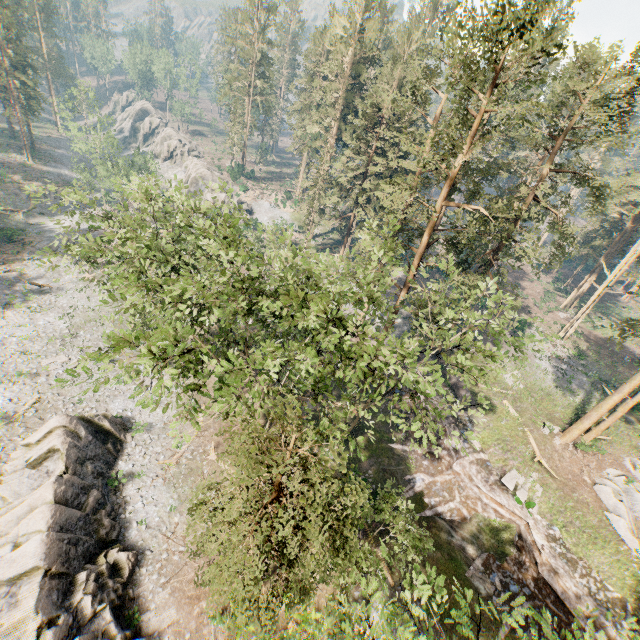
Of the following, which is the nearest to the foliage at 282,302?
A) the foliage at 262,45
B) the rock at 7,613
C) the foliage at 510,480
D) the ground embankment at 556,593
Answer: the foliage at 262,45

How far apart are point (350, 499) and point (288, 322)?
7.13m

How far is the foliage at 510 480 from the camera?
23.8 meters

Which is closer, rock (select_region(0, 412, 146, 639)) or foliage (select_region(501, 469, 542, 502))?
rock (select_region(0, 412, 146, 639))

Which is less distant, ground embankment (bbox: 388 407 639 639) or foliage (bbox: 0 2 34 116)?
ground embankment (bbox: 388 407 639 639)

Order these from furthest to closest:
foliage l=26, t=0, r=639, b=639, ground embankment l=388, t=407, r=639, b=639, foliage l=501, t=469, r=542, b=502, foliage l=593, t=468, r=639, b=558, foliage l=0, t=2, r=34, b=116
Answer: foliage l=0, t=2, r=34, b=116, foliage l=501, t=469, r=542, b=502, foliage l=593, t=468, r=639, b=558, ground embankment l=388, t=407, r=639, b=639, foliage l=26, t=0, r=639, b=639

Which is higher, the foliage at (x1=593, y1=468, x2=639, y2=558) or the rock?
the foliage at (x1=593, y1=468, x2=639, y2=558)
